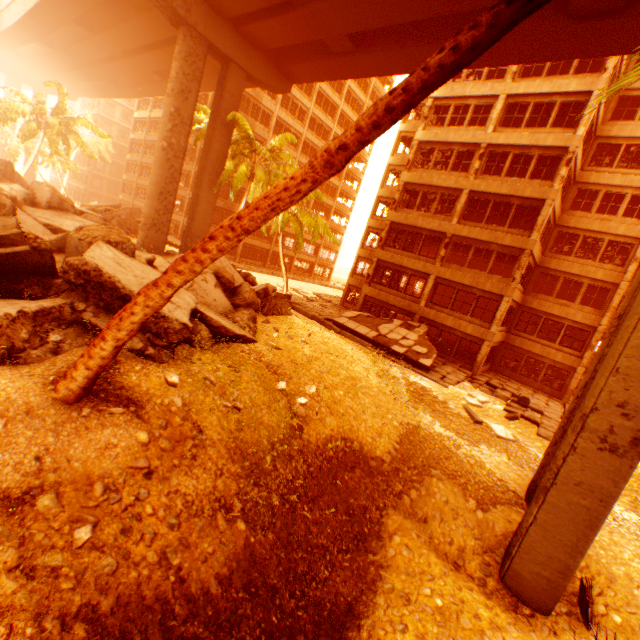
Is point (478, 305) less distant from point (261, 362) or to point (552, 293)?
point (552, 293)

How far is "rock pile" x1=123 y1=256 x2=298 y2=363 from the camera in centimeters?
728cm

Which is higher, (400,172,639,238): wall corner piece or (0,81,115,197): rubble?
(400,172,639,238): wall corner piece

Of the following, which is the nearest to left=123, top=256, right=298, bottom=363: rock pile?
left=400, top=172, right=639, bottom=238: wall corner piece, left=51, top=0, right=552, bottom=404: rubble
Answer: left=51, top=0, right=552, bottom=404: rubble

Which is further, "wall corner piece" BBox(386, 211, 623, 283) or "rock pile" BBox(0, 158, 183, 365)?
"wall corner piece" BBox(386, 211, 623, 283)

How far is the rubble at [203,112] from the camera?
25.6m

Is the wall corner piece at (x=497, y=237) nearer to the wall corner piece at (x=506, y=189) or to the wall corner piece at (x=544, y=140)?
the wall corner piece at (x=506, y=189)

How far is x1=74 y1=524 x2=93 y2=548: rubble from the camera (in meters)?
4.19
